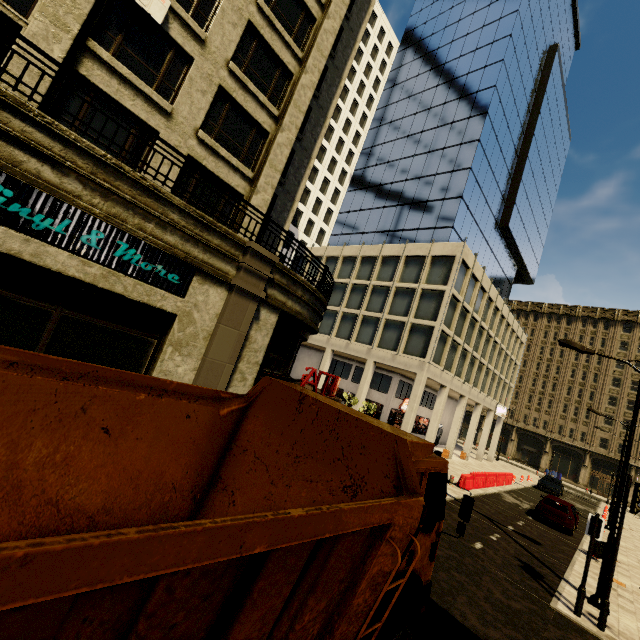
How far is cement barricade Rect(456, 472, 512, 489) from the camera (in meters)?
19.23

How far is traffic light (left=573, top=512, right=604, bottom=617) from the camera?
8.6m

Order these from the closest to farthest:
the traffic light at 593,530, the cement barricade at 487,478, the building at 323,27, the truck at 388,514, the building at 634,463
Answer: the truck at 388,514
the building at 323,27
the traffic light at 593,530
the cement barricade at 487,478
the building at 634,463

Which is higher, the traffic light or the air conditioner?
the air conditioner

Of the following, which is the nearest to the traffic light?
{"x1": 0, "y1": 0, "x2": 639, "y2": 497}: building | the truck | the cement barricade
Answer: the truck

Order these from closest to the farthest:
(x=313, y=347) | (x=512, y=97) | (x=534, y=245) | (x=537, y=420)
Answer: (x=512, y=97) → (x=313, y=347) → (x=534, y=245) → (x=537, y=420)

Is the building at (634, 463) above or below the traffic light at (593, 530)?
above

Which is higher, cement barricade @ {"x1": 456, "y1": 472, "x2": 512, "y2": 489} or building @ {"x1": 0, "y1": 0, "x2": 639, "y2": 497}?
building @ {"x1": 0, "y1": 0, "x2": 639, "y2": 497}
